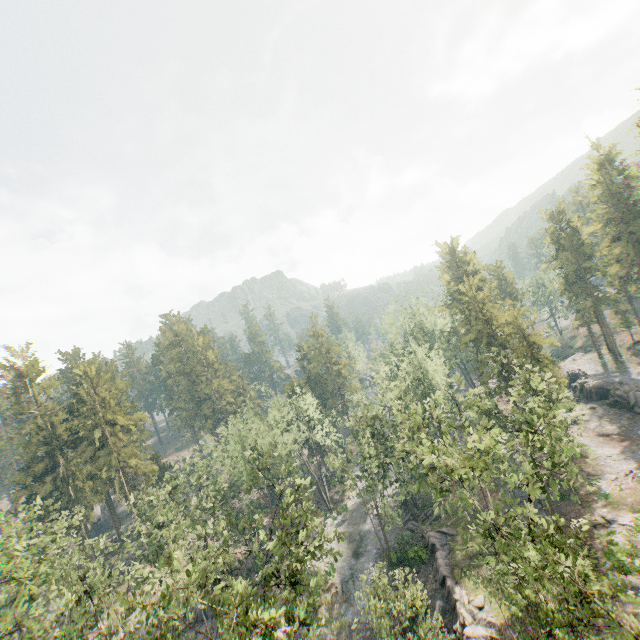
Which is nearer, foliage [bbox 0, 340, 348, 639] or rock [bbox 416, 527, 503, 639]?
foliage [bbox 0, 340, 348, 639]

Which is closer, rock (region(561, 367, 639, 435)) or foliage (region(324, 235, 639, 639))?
foliage (region(324, 235, 639, 639))

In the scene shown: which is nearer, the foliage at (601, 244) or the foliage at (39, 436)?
the foliage at (39, 436)

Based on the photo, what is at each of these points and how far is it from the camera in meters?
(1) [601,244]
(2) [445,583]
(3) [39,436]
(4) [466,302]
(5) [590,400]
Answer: (1) foliage, 51.5 m
(2) rock, 32.1 m
(3) foliage, 49.8 m
(4) foliage, 59.2 m
(5) rock, 50.9 m

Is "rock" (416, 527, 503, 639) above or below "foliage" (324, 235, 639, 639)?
below

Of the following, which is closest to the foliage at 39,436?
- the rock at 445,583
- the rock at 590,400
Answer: the rock at 445,583

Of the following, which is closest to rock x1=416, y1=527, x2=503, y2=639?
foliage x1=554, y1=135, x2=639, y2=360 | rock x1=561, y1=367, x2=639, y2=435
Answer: foliage x1=554, y1=135, x2=639, y2=360

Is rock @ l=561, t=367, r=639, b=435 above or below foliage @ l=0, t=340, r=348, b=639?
below
